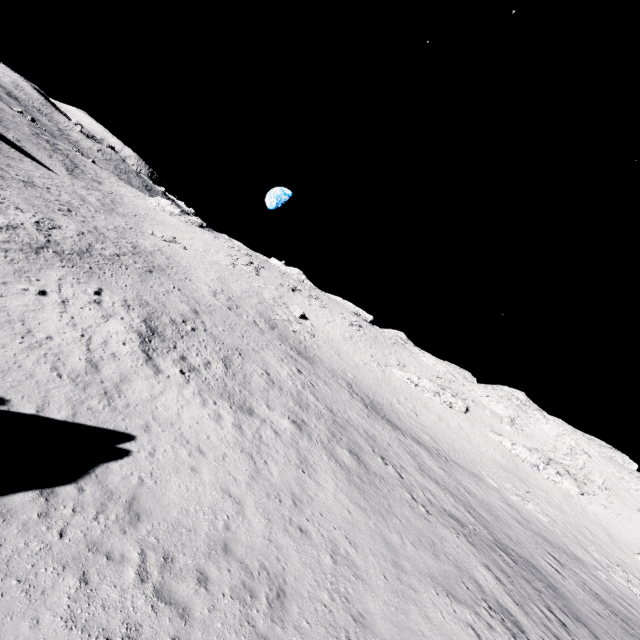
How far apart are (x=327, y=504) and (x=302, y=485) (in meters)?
1.25

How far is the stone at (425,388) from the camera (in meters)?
48.19

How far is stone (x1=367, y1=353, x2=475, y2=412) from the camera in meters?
48.2 m
